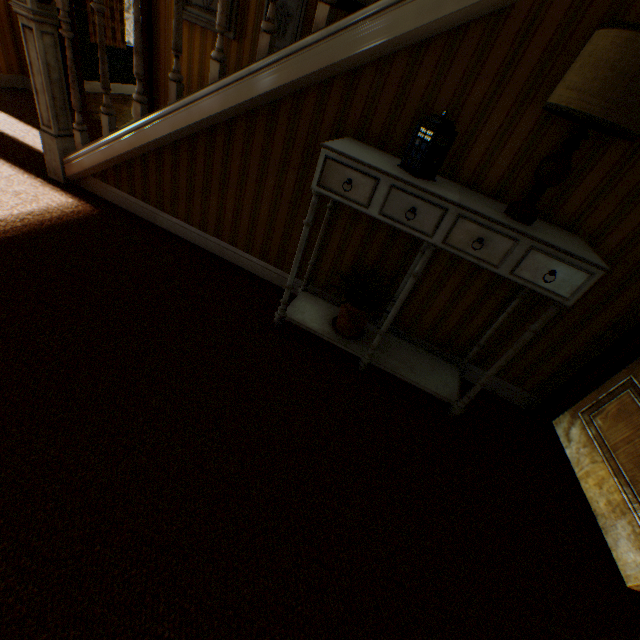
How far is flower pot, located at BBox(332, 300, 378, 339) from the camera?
2.3m

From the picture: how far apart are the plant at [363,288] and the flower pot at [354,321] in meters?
0.0

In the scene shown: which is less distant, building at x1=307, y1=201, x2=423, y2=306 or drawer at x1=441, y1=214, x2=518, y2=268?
drawer at x1=441, y1=214, x2=518, y2=268

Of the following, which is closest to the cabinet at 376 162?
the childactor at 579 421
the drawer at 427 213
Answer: the drawer at 427 213

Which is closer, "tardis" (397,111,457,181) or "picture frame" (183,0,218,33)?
"tardis" (397,111,457,181)

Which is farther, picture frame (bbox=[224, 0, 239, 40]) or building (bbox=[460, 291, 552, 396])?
picture frame (bbox=[224, 0, 239, 40])

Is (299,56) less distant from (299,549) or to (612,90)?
(612,90)

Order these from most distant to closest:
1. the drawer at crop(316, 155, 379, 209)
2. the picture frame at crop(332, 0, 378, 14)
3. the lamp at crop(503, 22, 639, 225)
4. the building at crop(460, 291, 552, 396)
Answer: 1. the picture frame at crop(332, 0, 378, 14)
2. the building at crop(460, 291, 552, 396)
3. the drawer at crop(316, 155, 379, 209)
4. the lamp at crop(503, 22, 639, 225)
